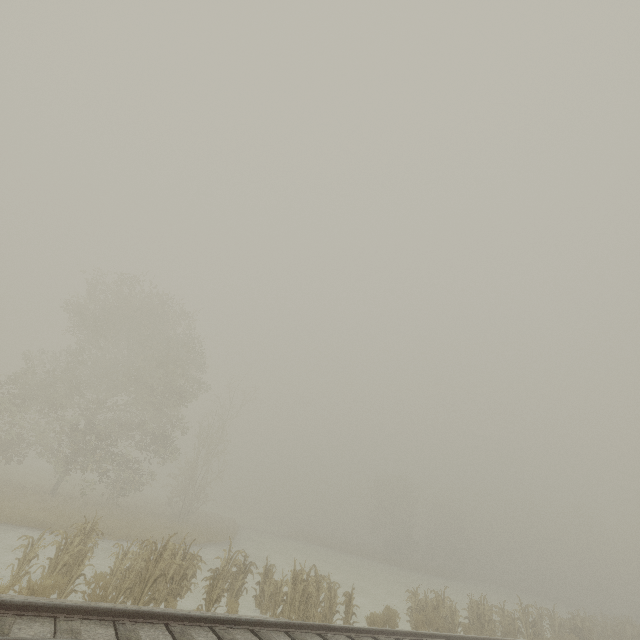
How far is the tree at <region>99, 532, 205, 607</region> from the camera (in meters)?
8.54

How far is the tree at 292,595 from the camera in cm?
1045

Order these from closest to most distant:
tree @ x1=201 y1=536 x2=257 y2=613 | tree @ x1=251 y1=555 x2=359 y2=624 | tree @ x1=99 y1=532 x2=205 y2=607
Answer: tree @ x1=99 y1=532 x2=205 y2=607
tree @ x1=201 y1=536 x2=257 y2=613
tree @ x1=251 y1=555 x2=359 y2=624

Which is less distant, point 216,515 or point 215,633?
point 215,633

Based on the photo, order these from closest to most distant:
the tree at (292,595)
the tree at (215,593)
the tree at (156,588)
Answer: the tree at (156,588) < the tree at (215,593) < the tree at (292,595)

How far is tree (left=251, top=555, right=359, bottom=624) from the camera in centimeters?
1045cm

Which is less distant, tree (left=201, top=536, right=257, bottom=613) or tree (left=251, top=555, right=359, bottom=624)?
tree (left=201, top=536, right=257, bottom=613)
